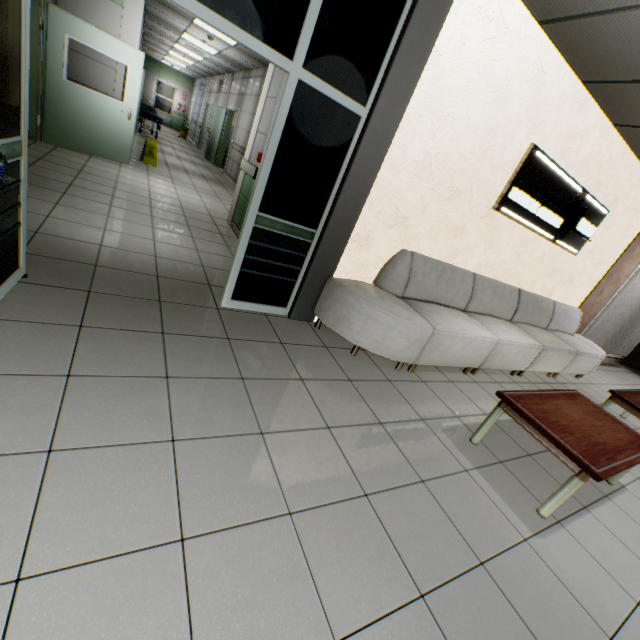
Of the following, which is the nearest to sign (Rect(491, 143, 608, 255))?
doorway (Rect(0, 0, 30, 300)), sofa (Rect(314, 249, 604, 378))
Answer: sofa (Rect(314, 249, 604, 378))

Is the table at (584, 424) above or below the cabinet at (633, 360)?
above

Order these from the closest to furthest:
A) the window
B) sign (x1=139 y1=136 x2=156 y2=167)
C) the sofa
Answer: the sofa → sign (x1=139 y1=136 x2=156 y2=167) → the window

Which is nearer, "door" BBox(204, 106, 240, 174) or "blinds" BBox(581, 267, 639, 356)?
"blinds" BBox(581, 267, 639, 356)

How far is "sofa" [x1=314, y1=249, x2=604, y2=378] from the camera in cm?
312

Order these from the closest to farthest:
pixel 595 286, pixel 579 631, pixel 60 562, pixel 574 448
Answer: pixel 60 562 → pixel 579 631 → pixel 574 448 → pixel 595 286

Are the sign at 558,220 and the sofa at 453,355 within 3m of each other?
yes

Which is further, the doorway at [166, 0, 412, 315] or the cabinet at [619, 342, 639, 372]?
the cabinet at [619, 342, 639, 372]
